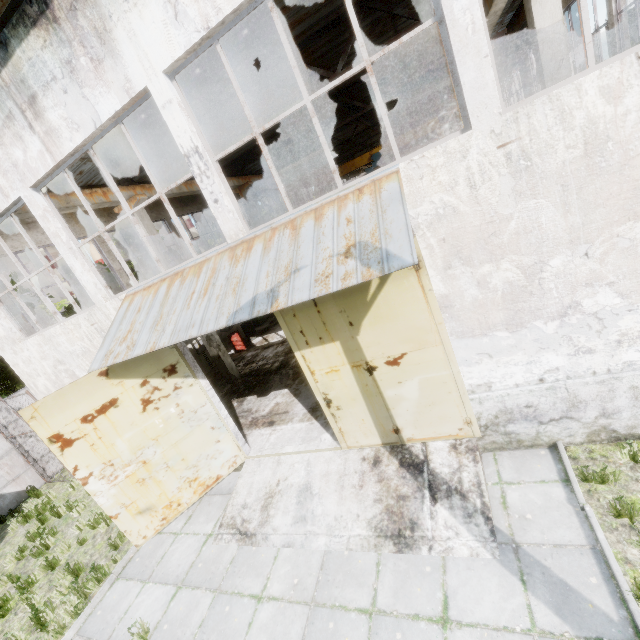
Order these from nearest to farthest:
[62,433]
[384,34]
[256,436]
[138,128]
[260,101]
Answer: [62,433] < [256,436] < [138,128] < [384,34] < [260,101]

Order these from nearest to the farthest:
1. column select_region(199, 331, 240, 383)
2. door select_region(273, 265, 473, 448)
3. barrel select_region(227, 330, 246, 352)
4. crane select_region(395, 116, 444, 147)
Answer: door select_region(273, 265, 473, 448), column select_region(199, 331, 240, 383), barrel select_region(227, 330, 246, 352), crane select_region(395, 116, 444, 147)

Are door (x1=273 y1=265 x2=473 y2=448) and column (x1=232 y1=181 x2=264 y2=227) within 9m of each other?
no

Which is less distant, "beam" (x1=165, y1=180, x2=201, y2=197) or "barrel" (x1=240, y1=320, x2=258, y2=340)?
"beam" (x1=165, y1=180, x2=201, y2=197)

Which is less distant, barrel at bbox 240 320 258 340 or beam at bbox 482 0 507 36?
beam at bbox 482 0 507 36

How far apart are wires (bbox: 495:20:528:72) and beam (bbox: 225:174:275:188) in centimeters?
1482cm

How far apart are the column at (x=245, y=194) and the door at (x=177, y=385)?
12.6 meters

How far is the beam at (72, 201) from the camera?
8.9m
